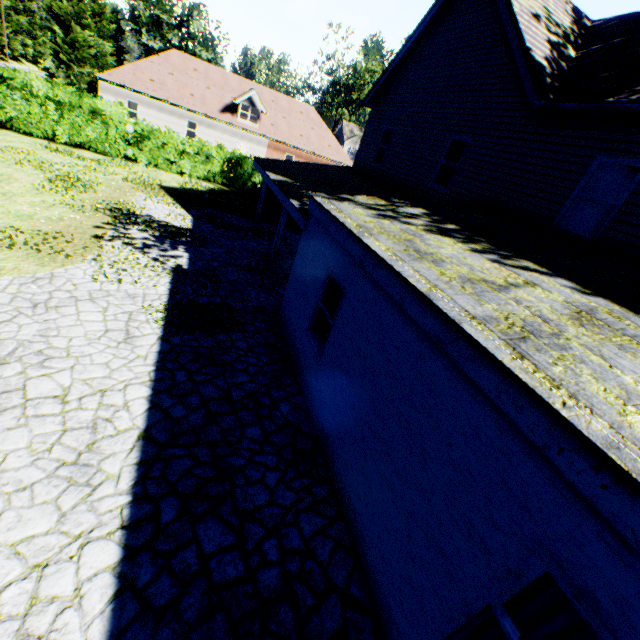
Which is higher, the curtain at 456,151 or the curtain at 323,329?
the curtain at 456,151

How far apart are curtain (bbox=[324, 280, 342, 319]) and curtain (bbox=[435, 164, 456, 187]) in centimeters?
682cm

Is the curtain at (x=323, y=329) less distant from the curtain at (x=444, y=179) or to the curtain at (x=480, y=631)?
the curtain at (x=480, y=631)

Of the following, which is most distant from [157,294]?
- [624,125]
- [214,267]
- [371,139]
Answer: [371,139]

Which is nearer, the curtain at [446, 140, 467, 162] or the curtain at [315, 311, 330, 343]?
the curtain at [315, 311, 330, 343]

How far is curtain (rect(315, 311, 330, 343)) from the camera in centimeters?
661cm

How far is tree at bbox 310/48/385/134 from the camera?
43.00m

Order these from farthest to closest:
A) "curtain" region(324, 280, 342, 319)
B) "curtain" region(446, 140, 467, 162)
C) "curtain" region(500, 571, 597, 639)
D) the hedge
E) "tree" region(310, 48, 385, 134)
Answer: "tree" region(310, 48, 385, 134) < the hedge < "curtain" region(446, 140, 467, 162) < "curtain" region(324, 280, 342, 319) < "curtain" region(500, 571, 597, 639)
